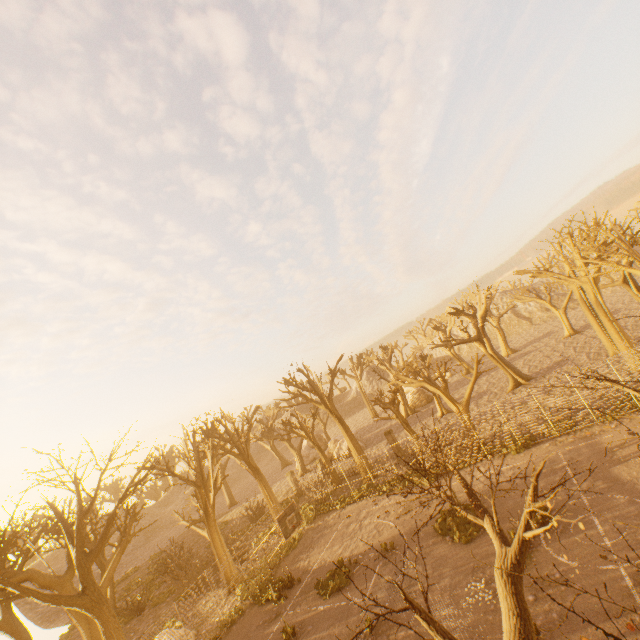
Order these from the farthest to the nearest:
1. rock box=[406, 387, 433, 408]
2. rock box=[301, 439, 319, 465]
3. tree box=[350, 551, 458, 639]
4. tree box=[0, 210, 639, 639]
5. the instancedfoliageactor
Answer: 1. rock box=[301, 439, 319, 465]
2. rock box=[406, 387, 433, 408]
3. tree box=[0, 210, 639, 639]
4. the instancedfoliageactor
5. tree box=[350, 551, 458, 639]

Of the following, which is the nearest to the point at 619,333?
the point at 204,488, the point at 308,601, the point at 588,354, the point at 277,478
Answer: the point at 588,354

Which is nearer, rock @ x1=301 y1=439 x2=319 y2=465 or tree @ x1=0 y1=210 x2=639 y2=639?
tree @ x1=0 y1=210 x2=639 y2=639

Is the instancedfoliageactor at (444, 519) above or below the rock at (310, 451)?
below

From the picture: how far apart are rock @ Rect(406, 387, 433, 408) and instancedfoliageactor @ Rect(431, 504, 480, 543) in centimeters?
2920cm

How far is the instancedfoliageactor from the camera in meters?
13.9

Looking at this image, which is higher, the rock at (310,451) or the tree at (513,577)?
the tree at (513,577)

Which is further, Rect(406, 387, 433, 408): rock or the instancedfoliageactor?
Rect(406, 387, 433, 408): rock
